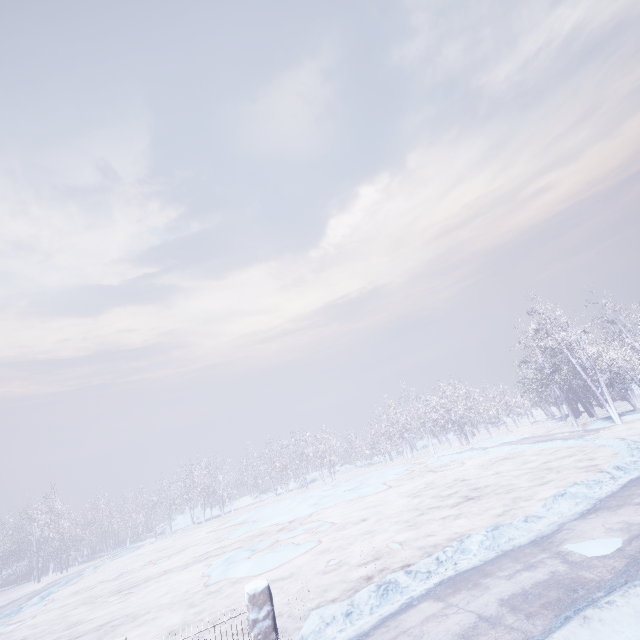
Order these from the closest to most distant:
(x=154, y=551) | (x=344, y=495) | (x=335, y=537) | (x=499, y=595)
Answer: (x=499, y=595)
(x=335, y=537)
(x=344, y=495)
(x=154, y=551)
